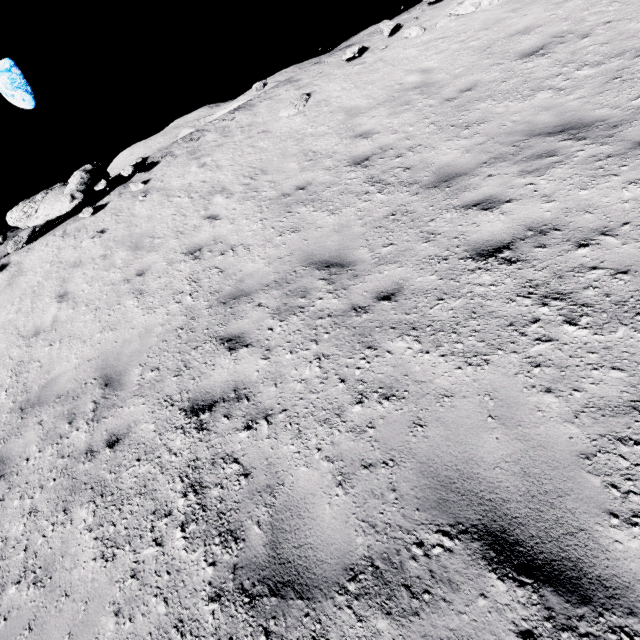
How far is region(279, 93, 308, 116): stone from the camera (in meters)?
9.91

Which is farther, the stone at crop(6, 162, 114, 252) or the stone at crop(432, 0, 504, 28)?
the stone at crop(6, 162, 114, 252)

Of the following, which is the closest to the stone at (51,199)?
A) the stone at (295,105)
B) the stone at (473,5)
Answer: the stone at (295,105)

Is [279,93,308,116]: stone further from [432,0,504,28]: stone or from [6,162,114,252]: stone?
[6,162,114,252]: stone

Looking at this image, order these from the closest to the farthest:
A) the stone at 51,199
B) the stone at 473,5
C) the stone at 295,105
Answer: the stone at 473,5, the stone at 295,105, the stone at 51,199

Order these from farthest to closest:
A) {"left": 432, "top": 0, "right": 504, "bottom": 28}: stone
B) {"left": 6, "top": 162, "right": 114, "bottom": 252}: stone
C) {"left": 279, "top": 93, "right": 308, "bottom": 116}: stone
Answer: {"left": 6, "top": 162, "right": 114, "bottom": 252}: stone, {"left": 279, "top": 93, "right": 308, "bottom": 116}: stone, {"left": 432, "top": 0, "right": 504, "bottom": 28}: stone

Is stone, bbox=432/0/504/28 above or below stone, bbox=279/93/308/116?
above

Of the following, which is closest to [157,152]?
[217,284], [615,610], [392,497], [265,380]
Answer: [217,284]
